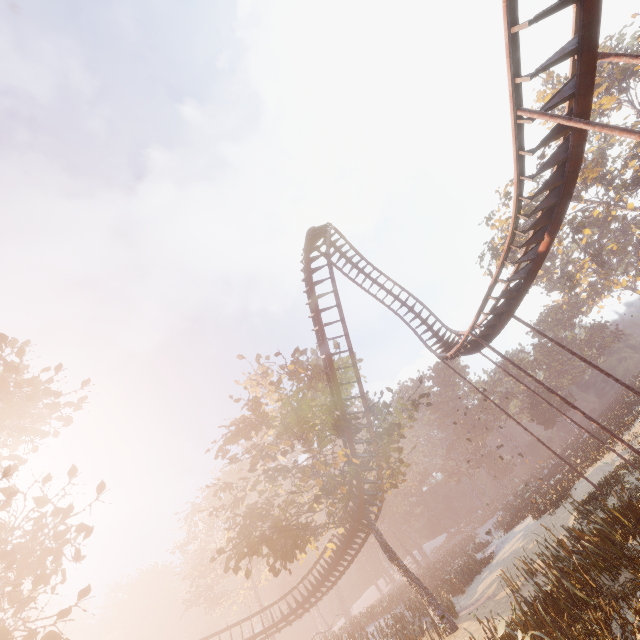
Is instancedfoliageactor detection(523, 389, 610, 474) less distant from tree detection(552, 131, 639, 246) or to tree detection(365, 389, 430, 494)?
tree detection(365, 389, 430, 494)

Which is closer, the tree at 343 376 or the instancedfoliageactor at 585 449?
the tree at 343 376

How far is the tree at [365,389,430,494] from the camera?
20.0m

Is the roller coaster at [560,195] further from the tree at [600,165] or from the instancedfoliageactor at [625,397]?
the tree at [600,165]

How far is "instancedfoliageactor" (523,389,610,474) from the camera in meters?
27.0 m

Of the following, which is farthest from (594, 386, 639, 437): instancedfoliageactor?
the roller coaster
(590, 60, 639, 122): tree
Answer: (590, 60, 639, 122): tree

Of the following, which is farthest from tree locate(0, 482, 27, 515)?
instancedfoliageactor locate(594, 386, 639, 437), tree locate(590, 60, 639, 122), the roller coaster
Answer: tree locate(590, 60, 639, 122)

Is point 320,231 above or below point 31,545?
above
